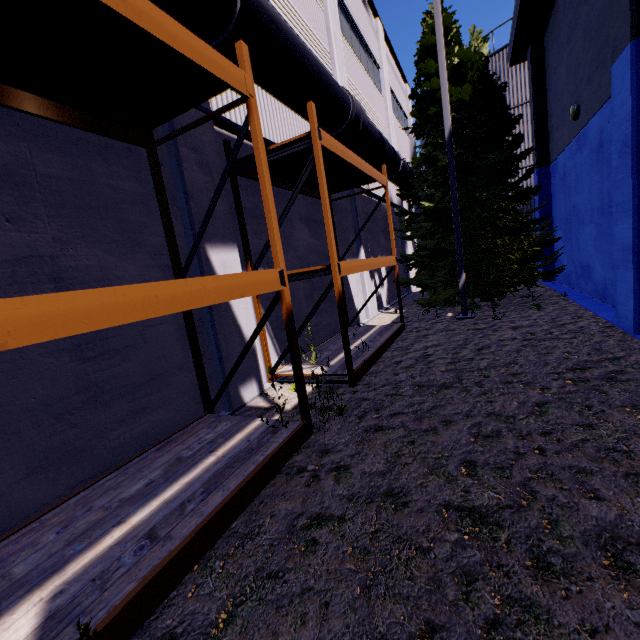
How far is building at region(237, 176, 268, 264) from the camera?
6.45m

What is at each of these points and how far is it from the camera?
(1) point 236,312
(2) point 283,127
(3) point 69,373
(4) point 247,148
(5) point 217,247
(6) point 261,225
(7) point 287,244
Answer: (1) building, 5.7 meters
(2) building, 8.0 meters
(3) building, 3.5 meters
(4) building, 6.7 meters
(5) building, 5.4 meters
(6) building, 6.9 meters
(7) building, 7.8 meters

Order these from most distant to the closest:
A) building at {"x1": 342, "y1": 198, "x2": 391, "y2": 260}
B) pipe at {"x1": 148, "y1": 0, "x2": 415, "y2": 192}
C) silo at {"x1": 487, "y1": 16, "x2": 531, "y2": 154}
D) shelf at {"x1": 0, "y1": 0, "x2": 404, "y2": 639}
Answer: silo at {"x1": 487, "y1": 16, "x2": 531, "y2": 154} → building at {"x1": 342, "y1": 198, "x2": 391, "y2": 260} → pipe at {"x1": 148, "y1": 0, "x2": 415, "y2": 192} → shelf at {"x1": 0, "y1": 0, "x2": 404, "y2": 639}

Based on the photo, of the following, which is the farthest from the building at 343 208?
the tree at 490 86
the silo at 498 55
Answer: the silo at 498 55

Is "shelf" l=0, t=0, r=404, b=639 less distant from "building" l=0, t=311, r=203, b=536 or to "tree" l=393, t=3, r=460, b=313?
"building" l=0, t=311, r=203, b=536
